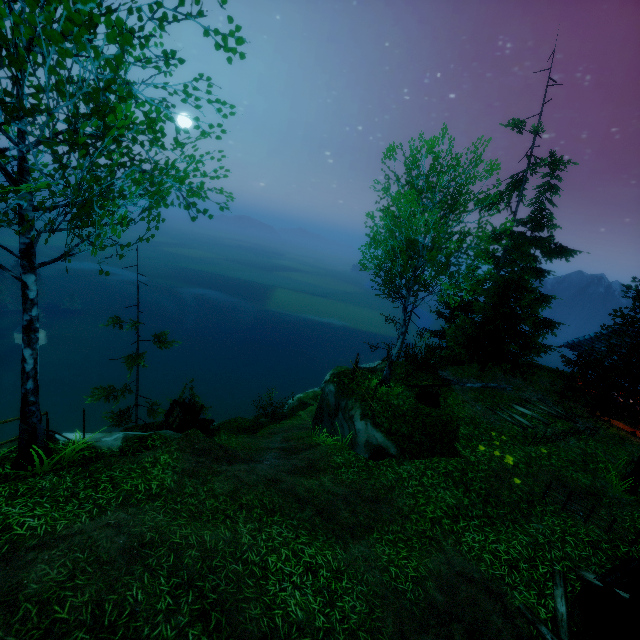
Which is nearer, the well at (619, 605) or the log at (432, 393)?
the well at (619, 605)

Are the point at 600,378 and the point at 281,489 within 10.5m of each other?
no

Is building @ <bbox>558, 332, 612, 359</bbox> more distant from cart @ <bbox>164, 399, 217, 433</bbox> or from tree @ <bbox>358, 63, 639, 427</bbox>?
cart @ <bbox>164, 399, 217, 433</bbox>

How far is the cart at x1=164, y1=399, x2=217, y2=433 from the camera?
12.69m

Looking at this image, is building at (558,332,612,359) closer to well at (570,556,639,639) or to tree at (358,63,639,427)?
tree at (358,63,639,427)

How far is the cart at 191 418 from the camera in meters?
12.7

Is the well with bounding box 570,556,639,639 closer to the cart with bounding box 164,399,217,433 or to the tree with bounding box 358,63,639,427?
the tree with bounding box 358,63,639,427

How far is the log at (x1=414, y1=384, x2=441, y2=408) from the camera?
13.83m
